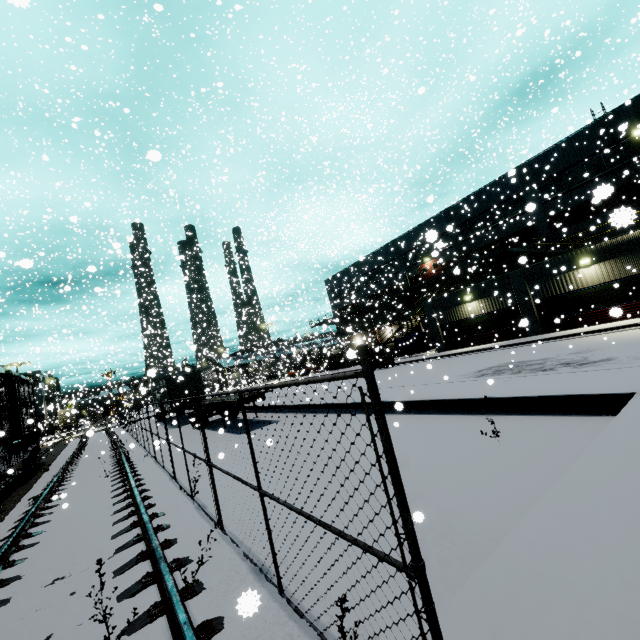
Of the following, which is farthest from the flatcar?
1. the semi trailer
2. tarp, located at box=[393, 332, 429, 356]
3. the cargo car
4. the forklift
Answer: the forklift

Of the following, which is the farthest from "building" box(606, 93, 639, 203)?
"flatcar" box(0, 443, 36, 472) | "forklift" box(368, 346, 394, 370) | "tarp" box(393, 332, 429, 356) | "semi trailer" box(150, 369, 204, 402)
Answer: "forklift" box(368, 346, 394, 370)

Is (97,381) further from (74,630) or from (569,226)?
(569,226)

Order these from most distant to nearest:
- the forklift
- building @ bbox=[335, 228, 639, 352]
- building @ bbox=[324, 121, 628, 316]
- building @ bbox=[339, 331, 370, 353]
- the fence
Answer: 1. the forklift
2. building @ bbox=[324, 121, 628, 316]
3. building @ bbox=[335, 228, 639, 352]
4. building @ bbox=[339, 331, 370, 353]
5. the fence

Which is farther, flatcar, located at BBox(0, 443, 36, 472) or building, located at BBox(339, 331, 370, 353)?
building, located at BBox(339, 331, 370, 353)

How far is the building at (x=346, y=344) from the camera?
17.1 meters

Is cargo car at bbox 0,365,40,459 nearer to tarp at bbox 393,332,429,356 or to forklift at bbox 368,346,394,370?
tarp at bbox 393,332,429,356

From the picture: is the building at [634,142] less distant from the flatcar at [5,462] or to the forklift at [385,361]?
the flatcar at [5,462]
